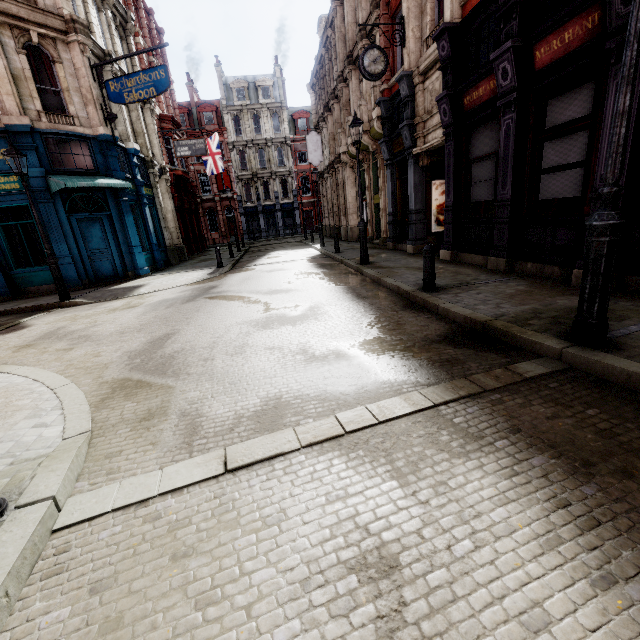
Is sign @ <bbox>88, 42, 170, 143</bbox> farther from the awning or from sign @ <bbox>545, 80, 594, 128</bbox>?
sign @ <bbox>545, 80, 594, 128</bbox>

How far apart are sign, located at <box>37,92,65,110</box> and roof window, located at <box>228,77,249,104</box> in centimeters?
3398cm

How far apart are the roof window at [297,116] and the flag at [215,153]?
19.1 meters

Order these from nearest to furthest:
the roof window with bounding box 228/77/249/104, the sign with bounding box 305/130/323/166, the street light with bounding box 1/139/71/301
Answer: the street light with bounding box 1/139/71/301, the sign with bounding box 305/130/323/166, the roof window with bounding box 228/77/249/104

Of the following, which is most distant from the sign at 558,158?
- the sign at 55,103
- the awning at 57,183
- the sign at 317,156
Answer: the sign at 317,156

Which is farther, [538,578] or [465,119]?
[465,119]

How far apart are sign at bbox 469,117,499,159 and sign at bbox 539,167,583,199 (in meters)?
1.52

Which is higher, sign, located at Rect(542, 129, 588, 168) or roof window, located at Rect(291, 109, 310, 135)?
roof window, located at Rect(291, 109, 310, 135)
